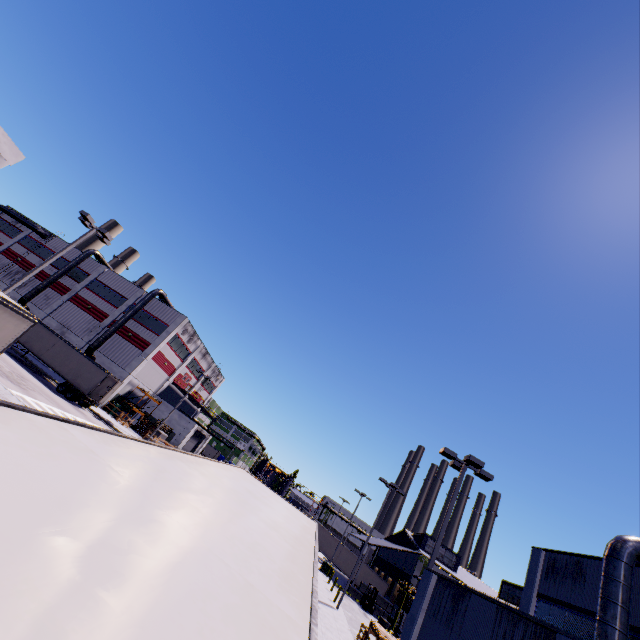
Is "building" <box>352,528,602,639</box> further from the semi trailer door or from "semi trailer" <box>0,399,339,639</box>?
the semi trailer door

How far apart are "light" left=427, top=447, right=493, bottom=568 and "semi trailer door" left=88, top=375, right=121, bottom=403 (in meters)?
30.67

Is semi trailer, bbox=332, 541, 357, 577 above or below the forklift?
above

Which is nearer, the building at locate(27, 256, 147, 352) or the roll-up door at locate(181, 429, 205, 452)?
the building at locate(27, 256, 147, 352)

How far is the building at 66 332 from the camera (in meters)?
43.34

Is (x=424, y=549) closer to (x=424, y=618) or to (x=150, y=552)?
(x=424, y=618)

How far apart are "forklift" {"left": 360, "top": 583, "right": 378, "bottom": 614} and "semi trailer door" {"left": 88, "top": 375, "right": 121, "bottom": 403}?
34.5 meters

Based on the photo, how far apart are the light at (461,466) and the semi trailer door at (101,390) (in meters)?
30.67
